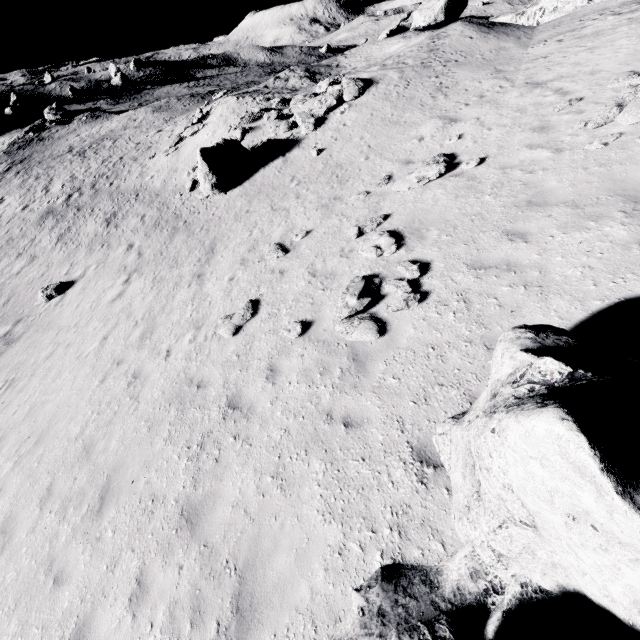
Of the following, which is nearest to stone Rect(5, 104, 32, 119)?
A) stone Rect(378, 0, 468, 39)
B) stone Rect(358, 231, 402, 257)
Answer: stone Rect(378, 0, 468, 39)

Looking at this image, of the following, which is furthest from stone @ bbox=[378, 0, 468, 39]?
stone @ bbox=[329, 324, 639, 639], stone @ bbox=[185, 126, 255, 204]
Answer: stone @ bbox=[329, 324, 639, 639]

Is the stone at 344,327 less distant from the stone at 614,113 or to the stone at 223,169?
the stone at 614,113

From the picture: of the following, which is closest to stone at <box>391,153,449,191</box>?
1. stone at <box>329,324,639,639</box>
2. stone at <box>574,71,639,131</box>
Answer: stone at <box>574,71,639,131</box>

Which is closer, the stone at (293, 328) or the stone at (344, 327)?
the stone at (344, 327)

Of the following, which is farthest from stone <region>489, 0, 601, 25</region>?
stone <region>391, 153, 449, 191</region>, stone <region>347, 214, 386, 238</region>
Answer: stone <region>347, 214, 386, 238</region>

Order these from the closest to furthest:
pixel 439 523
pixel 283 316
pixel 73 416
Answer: pixel 439 523 < pixel 283 316 < pixel 73 416

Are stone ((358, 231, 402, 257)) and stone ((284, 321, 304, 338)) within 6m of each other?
yes
